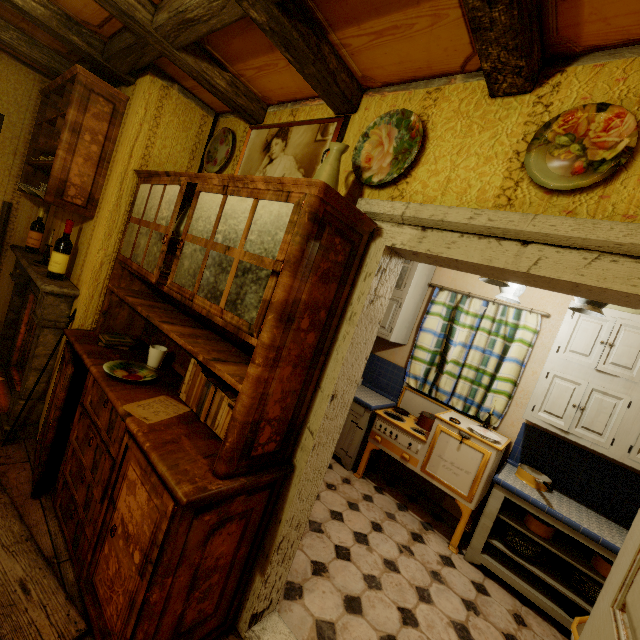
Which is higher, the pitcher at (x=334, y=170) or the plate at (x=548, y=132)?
the plate at (x=548, y=132)

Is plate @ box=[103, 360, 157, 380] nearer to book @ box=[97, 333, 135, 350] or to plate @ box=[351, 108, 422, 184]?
book @ box=[97, 333, 135, 350]

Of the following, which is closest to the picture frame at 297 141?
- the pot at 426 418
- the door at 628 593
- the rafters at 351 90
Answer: the rafters at 351 90

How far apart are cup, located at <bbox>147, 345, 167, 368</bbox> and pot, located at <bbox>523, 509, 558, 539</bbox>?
3.2 meters

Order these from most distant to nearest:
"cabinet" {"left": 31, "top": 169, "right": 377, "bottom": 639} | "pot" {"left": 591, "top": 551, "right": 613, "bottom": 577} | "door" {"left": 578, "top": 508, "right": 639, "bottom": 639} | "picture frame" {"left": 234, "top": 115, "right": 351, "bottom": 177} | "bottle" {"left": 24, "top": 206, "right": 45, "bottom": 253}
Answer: "bottle" {"left": 24, "top": 206, "right": 45, "bottom": 253} < "pot" {"left": 591, "top": 551, "right": 613, "bottom": 577} < "picture frame" {"left": 234, "top": 115, "right": 351, "bottom": 177} < "cabinet" {"left": 31, "top": 169, "right": 377, "bottom": 639} < "door" {"left": 578, "top": 508, "right": 639, "bottom": 639}

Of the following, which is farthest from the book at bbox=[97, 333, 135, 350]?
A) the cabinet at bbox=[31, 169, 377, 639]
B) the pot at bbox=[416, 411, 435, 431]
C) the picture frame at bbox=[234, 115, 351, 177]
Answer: the pot at bbox=[416, 411, 435, 431]

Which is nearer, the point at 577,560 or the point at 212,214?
the point at 212,214

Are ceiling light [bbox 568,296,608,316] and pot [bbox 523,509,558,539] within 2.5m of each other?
yes
